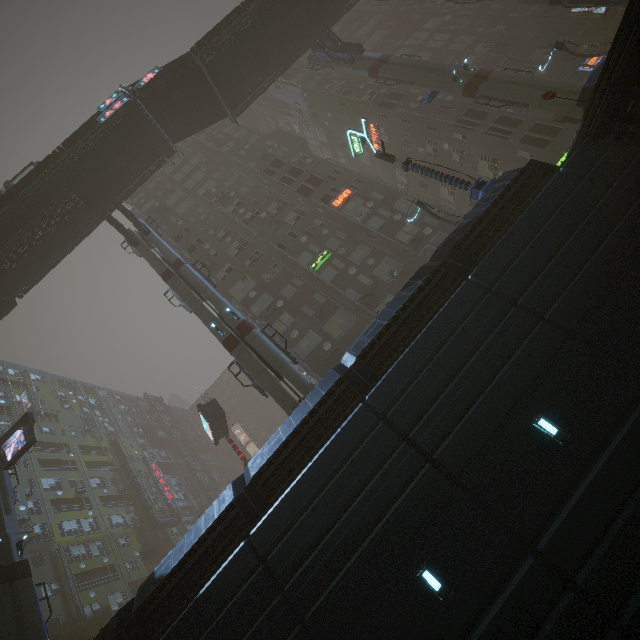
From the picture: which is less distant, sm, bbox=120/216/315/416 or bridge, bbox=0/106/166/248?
sm, bbox=120/216/315/416

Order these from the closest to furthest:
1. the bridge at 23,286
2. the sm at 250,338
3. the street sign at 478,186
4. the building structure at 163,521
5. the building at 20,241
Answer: the street sign at 478,186 → the sm at 250,338 → the building at 20,241 → the bridge at 23,286 → the building structure at 163,521

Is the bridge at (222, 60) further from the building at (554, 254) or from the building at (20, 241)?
the building at (20, 241)

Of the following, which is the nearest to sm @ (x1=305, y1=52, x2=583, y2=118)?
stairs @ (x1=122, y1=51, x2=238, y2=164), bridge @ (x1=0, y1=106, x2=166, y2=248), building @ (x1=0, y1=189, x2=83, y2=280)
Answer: stairs @ (x1=122, y1=51, x2=238, y2=164)

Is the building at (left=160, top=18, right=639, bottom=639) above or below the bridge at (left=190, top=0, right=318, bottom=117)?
below

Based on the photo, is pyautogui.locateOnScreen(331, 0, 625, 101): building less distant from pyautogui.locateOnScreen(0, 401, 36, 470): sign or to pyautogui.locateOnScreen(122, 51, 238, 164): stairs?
pyautogui.locateOnScreen(0, 401, 36, 470): sign

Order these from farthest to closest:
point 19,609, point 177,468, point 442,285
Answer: point 177,468, point 19,609, point 442,285

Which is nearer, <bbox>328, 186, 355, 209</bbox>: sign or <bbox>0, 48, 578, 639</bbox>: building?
<bbox>0, 48, 578, 639</bbox>: building
